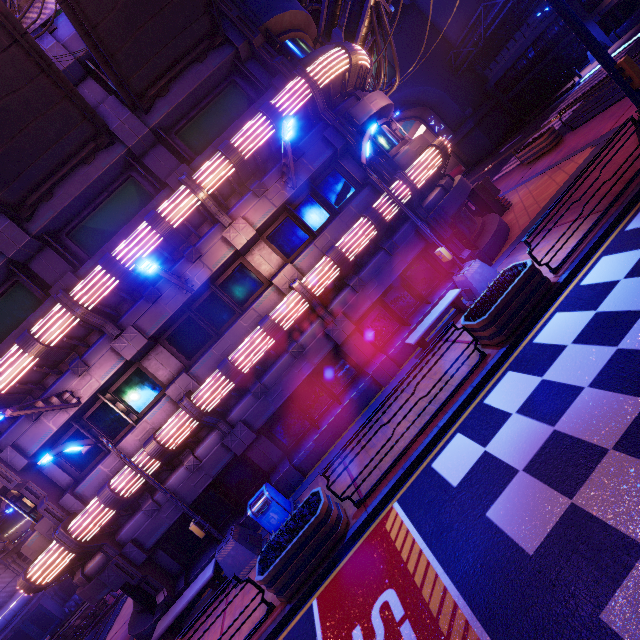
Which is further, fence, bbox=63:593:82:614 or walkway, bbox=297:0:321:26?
fence, bbox=63:593:82:614

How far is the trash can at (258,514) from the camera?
9.50m

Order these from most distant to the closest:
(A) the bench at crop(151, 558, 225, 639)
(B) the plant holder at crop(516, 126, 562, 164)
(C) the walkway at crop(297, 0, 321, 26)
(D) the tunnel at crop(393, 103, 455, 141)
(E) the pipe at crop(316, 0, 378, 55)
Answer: (D) the tunnel at crop(393, 103, 455, 141) < (B) the plant holder at crop(516, 126, 562, 164) < (C) the walkway at crop(297, 0, 321, 26) < (E) the pipe at crop(316, 0, 378, 55) < (A) the bench at crop(151, 558, 225, 639)

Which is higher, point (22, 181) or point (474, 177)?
point (22, 181)

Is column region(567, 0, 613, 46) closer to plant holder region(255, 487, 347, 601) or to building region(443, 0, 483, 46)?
building region(443, 0, 483, 46)

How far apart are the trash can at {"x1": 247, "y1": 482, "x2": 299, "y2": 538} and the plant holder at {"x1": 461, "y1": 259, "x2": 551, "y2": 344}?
7.13m

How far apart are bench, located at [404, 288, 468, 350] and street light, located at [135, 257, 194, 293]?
7.26m

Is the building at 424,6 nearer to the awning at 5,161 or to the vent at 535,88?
the vent at 535,88
